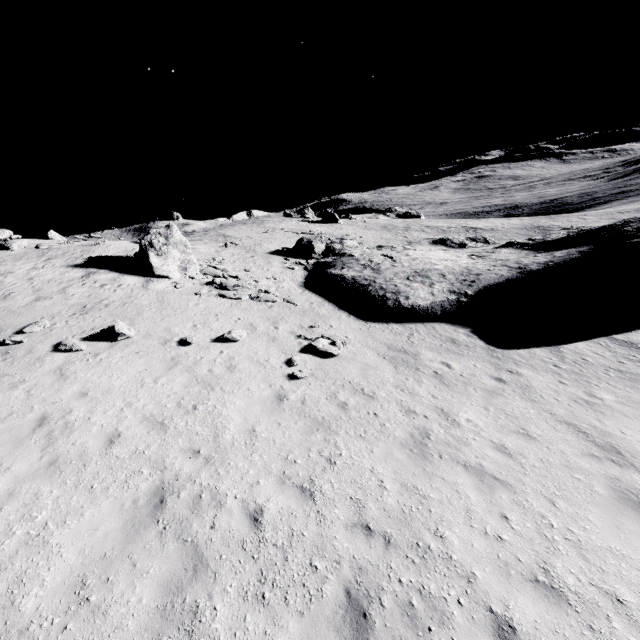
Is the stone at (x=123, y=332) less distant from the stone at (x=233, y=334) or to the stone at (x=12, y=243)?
the stone at (x=233, y=334)

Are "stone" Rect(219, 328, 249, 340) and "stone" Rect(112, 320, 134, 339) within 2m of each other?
no

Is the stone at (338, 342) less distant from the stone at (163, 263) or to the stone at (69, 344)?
the stone at (163, 263)

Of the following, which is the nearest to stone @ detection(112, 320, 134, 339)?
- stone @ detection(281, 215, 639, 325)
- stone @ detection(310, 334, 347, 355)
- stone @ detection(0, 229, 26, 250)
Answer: stone @ detection(281, 215, 639, 325)

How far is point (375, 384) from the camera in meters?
10.9

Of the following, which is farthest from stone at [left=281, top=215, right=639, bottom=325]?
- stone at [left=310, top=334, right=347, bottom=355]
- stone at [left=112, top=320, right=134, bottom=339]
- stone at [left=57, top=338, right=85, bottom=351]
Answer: stone at [left=57, top=338, right=85, bottom=351]

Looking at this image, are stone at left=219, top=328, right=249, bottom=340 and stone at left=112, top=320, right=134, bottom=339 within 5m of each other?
yes

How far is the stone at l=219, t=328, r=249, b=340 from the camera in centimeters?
1307cm
